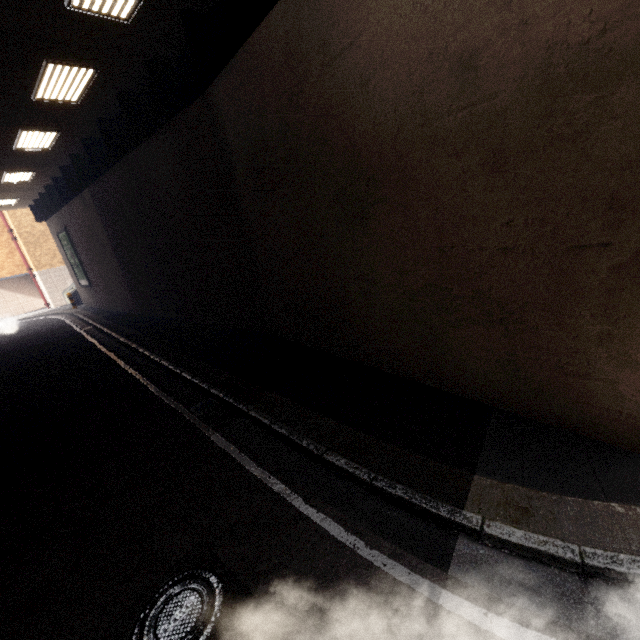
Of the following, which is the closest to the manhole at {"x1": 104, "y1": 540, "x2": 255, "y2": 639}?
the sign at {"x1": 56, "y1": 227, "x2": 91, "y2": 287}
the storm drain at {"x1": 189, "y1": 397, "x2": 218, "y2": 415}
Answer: the storm drain at {"x1": 189, "y1": 397, "x2": 218, "y2": 415}

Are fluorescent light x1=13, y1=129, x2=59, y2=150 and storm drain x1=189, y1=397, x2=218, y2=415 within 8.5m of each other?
no

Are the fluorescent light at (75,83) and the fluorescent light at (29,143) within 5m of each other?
yes

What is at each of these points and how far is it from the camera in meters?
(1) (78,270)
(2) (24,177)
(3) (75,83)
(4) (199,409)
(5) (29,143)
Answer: (1) sign, 20.0 m
(2) fluorescent light, 14.2 m
(3) fluorescent light, 7.7 m
(4) storm drain, 6.1 m
(5) fluorescent light, 10.6 m

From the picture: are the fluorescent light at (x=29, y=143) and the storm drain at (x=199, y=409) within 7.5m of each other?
no

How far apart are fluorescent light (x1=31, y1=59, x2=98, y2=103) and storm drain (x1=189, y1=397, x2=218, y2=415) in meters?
7.7 m

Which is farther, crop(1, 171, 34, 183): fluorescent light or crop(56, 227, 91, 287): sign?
crop(56, 227, 91, 287): sign

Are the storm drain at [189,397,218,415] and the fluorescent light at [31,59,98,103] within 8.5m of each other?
yes
